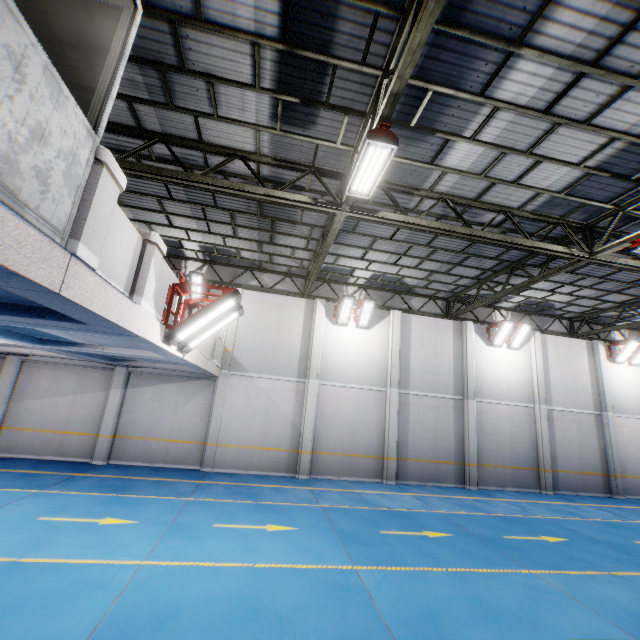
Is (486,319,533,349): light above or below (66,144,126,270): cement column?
above

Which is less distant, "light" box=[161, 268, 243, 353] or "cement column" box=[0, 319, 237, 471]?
"light" box=[161, 268, 243, 353]

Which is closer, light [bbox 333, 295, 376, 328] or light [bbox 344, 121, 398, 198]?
light [bbox 344, 121, 398, 198]

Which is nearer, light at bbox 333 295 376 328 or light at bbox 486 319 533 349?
light at bbox 333 295 376 328

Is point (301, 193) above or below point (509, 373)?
above

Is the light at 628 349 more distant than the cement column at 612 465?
Yes

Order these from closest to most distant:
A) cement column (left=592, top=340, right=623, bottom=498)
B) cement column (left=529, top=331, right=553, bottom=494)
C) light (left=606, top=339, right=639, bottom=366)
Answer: cement column (left=529, top=331, right=553, bottom=494) → cement column (left=592, top=340, right=623, bottom=498) → light (left=606, top=339, right=639, bottom=366)

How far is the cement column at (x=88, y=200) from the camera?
3.03m
